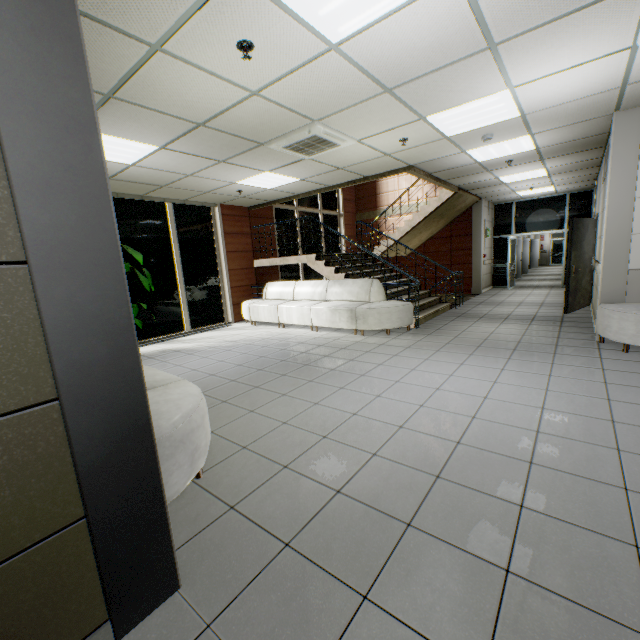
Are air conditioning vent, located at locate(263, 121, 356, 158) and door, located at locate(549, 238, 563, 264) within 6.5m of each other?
no

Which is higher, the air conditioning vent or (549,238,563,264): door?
the air conditioning vent

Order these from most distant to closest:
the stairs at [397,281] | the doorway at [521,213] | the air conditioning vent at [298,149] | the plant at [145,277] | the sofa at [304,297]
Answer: the doorway at [521,213]
the stairs at [397,281]
the sofa at [304,297]
the plant at [145,277]
the air conditioning vent at [298,149]

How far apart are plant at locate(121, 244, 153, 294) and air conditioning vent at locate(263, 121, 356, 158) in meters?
3.0 m

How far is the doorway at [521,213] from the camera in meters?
11.0 m

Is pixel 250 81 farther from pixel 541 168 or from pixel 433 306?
pixel 541 168

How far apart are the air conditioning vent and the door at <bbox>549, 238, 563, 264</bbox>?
26.2 meters

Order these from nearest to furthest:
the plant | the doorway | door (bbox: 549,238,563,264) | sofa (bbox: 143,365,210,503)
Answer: sofa (bbox: 143,365,210,503)
the plant
the doorway
door (bbox: 549,238,563,264)
